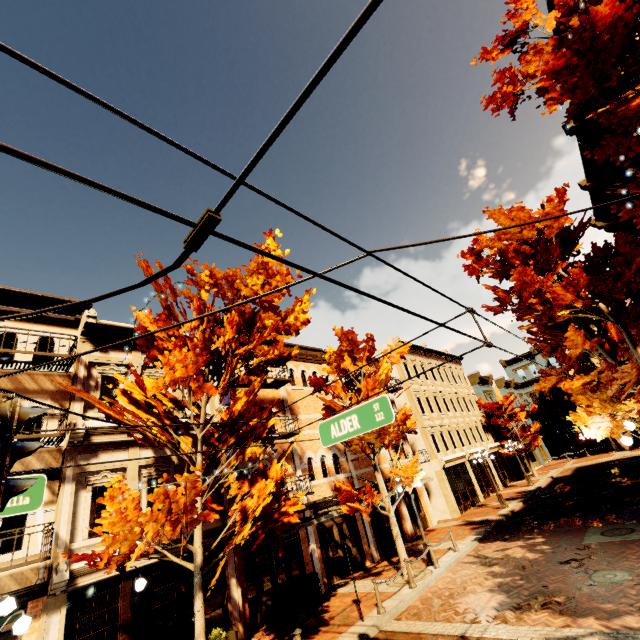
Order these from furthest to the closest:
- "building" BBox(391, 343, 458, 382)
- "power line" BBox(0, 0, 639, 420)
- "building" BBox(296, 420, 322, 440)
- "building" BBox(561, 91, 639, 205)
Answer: "building" BBox(391, 343, 458, 382) → "building" BBox(296, 420, 322, 440) → "building" BBox(561, 91, 639, 205) → "power line" BBox(0, 0, 639, 420)

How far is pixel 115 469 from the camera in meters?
10.7 m

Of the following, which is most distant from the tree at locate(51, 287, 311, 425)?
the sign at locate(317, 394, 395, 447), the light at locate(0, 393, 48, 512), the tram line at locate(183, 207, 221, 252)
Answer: the tram line at locate(183, 207, 221, 252)

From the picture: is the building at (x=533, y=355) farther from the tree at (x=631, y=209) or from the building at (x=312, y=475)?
the building at (x=312, y=475)

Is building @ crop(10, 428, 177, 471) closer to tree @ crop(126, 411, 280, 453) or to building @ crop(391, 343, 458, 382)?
tree @ crop(126, 411, 280, 453)

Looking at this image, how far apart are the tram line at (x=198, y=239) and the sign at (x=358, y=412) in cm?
444

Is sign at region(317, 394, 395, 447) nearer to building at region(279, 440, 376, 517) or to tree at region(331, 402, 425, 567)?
tree at region(331, 402, 425, 567)

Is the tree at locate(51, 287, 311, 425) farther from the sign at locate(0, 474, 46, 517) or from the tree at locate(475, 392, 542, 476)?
the sign at locate(0, 474, 46, 517)
